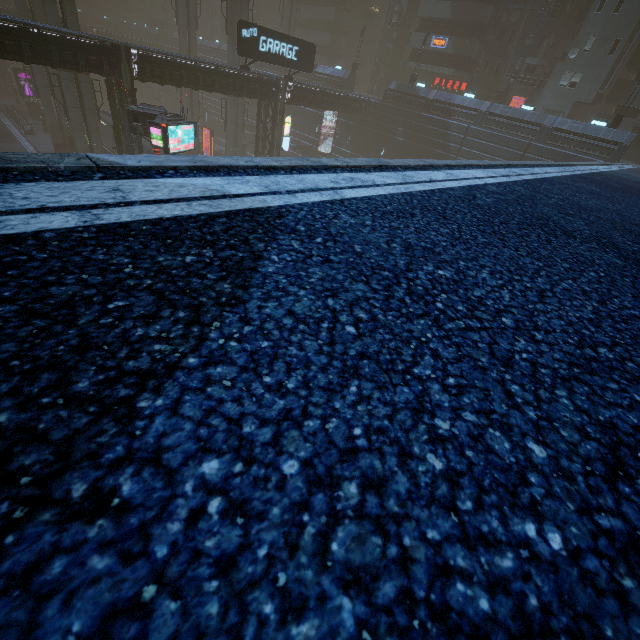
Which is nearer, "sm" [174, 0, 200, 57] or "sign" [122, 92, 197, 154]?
"sign" [122, 92, 197, 154]

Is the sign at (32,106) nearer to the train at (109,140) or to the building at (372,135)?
the building at (372,135)

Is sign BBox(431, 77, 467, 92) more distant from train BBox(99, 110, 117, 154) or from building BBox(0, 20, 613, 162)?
train BBox(99, 110, 117, 154)

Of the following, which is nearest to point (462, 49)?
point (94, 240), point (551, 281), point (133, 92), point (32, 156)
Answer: point (133, 92)

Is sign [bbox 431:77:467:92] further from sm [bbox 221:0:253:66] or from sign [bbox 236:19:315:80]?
sm [bbox 221:0:253:66]

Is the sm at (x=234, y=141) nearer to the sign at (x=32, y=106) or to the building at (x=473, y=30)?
the building at (x=473, y=30)

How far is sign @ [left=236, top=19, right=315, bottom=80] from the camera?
23.4 meters

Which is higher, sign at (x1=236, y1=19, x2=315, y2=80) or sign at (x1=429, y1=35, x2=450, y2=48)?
sign at (x1=429, y1=35, x2=450, y2=48)
